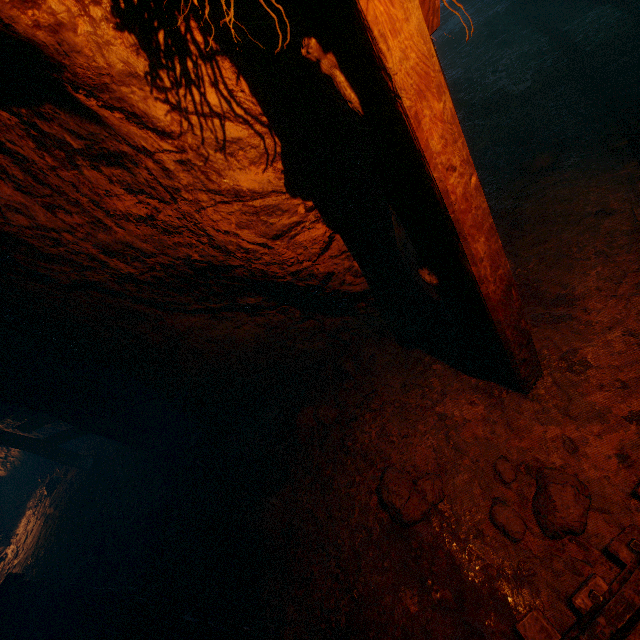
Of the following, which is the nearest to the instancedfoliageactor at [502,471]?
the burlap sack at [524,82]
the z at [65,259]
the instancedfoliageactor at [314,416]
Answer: the z at [65,259]

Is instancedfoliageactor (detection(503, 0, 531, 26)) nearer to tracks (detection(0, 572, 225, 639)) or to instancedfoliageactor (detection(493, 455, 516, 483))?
tracks (detection(0, 572, 225, 639))

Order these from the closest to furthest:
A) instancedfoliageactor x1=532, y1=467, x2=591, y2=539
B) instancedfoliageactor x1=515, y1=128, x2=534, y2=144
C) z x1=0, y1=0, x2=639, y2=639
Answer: z x1=0, y1=0, x2=639, y2=639, instancedfoliageactor x1=532, y1=467, x2=591, y2=539, instancedfoliageactor x1=515, y1=128, x2=534, y2=144

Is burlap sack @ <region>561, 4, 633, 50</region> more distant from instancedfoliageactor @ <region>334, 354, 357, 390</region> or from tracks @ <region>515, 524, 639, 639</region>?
instancedfoliageactor @ <region>334, 354, 357, 390</region>

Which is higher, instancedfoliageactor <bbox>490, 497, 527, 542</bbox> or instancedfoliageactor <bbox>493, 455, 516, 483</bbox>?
instancedfoliageactor <bbox>490, 497, 527, 542</bbox>

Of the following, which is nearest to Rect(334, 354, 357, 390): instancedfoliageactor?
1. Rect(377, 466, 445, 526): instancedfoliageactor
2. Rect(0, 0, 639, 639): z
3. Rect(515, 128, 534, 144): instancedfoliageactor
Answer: Rect(0, 0, 639, 639): z

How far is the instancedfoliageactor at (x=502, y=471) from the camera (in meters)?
2.40

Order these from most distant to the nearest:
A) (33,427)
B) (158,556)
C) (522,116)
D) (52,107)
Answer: (33,427), (522,116), (158,556), (52,107)
